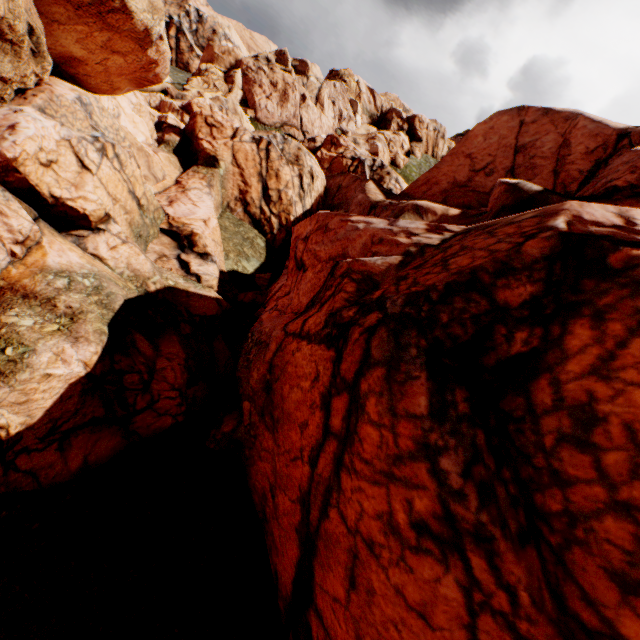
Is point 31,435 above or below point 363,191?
below
